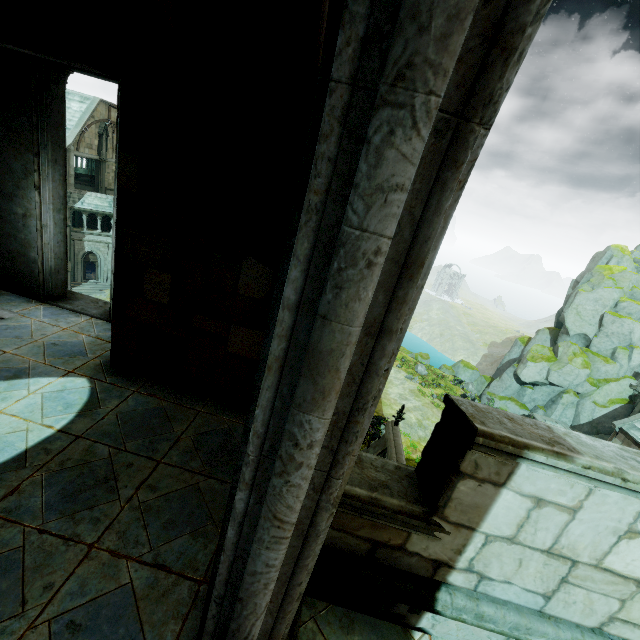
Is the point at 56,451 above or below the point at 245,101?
below

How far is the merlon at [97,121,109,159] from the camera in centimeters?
3647cm

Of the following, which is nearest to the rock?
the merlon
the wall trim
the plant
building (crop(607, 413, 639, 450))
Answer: building (crop(607, 413, 639, 450))

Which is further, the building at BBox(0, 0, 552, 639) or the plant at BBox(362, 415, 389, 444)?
the plant at BBox(362, 415, 389, 444)

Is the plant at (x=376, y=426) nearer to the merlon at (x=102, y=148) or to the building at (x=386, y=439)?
the building at (x=386, y=439)

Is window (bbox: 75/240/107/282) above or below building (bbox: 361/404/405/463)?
below

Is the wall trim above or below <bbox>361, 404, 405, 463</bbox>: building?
above

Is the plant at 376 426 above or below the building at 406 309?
below
